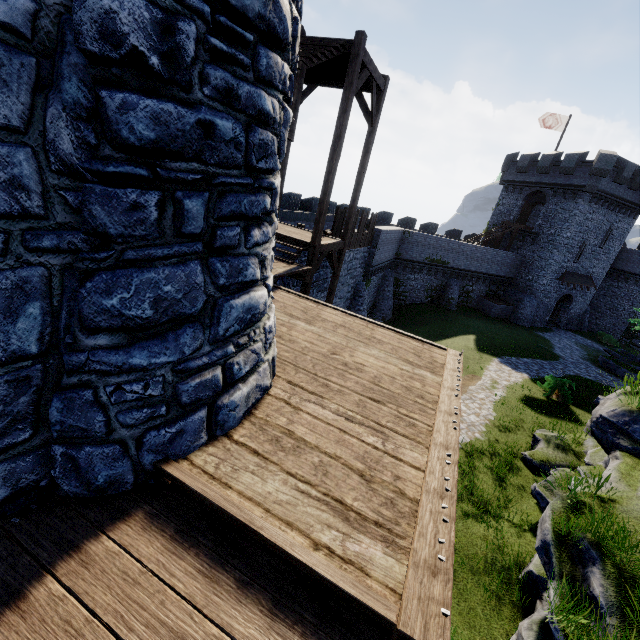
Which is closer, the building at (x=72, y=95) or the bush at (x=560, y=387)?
the building at (x=72, y=95)

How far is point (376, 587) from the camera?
2.1m

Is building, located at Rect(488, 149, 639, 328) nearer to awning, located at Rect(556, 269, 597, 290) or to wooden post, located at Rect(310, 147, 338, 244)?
awning, located at Rect(556, 269, 597, 290)

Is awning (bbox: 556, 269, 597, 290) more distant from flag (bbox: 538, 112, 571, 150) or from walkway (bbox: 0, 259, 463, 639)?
walkway (bbox: 0, 259, 463, 639)

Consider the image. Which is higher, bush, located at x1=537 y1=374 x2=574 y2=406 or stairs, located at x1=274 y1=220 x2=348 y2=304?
stairs, located at x1=274 y1=220 x2=348 y2=304

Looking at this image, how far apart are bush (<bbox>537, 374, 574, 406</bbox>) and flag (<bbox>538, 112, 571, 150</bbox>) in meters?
27.9

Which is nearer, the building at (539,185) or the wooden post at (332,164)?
the wooden post at (332,164)

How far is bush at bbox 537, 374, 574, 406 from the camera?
18.1m
